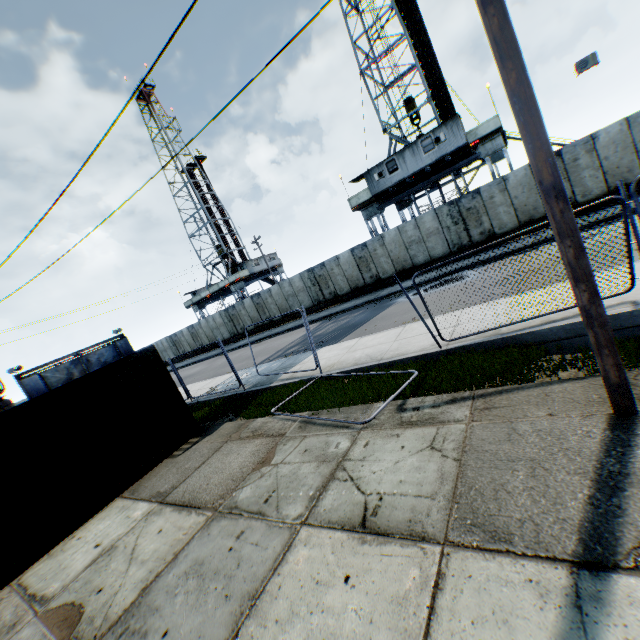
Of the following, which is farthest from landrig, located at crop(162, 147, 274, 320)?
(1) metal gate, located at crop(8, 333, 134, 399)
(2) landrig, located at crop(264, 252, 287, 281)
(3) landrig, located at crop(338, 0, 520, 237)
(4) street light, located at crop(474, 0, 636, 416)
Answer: (4) street light, located at crop(474, 0, 636, 416)

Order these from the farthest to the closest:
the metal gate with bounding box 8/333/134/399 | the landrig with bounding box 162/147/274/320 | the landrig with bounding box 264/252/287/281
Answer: the landrig with bounding box 264/252/287/281 → the landrig with bounding box 162/147/274/320 → the metal gate with bounding box 8/333/134/399

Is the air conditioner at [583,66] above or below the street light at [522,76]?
above

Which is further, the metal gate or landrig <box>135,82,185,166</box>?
landrig <box>135,82,185,166</box>

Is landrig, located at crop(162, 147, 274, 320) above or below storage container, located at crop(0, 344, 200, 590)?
above

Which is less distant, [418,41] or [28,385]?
[418,41]

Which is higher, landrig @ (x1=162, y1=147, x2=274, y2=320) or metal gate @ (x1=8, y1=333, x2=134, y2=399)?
landrig @ (x1=162, y1=147, x2=274, y2=320)

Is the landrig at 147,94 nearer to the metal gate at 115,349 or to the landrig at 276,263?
the landrig at 276,263
